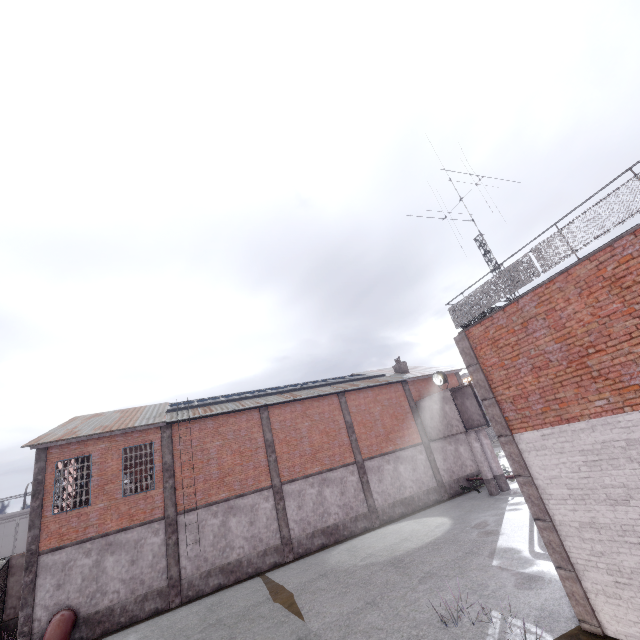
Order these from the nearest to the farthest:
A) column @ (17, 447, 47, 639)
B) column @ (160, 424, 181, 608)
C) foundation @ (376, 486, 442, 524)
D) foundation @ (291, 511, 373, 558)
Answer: column @ (17, 447, 47, 639) → column @ (160, 424, 181, 608) → foundation @ (291, 511, 373, 558) → foundation @ (376, 486, 442, 524)

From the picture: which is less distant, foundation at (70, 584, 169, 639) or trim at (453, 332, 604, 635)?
trim at (453, 332, 604, 635)

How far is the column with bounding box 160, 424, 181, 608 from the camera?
16.19m

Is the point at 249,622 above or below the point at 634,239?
below

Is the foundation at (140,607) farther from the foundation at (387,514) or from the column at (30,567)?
the foundation at (387,514)

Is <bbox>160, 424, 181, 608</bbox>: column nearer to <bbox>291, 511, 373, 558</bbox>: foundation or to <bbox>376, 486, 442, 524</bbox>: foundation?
<bbox>291, 511, 373, 558</bbox>: foundation

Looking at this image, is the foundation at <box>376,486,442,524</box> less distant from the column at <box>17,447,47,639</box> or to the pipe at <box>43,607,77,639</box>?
the pipe at <box>43,607,77,639</box>

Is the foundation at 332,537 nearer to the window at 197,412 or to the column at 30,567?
the window at 197,412
